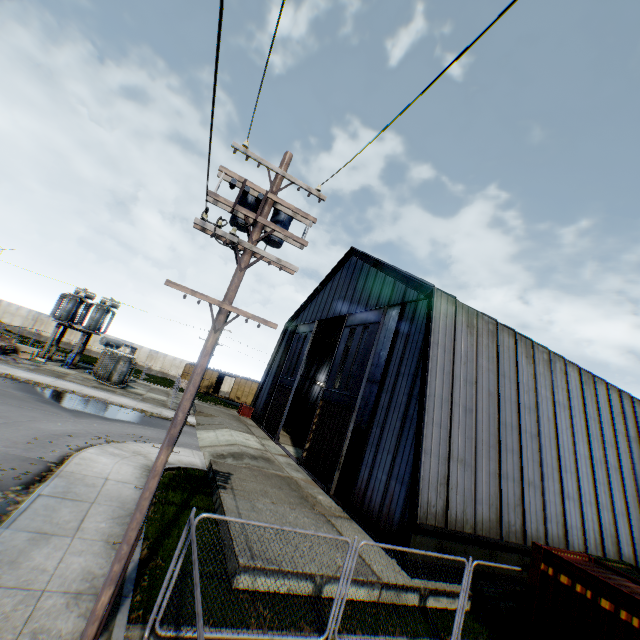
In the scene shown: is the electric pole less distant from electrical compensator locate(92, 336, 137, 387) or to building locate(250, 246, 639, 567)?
building locate(250, 246, 639, 567)

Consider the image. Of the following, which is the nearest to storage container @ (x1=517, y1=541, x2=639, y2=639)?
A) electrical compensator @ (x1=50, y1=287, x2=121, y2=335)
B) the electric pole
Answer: the electric pole

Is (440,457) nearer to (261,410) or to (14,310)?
(261,410)

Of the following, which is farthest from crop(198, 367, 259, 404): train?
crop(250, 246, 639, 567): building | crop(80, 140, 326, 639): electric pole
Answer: crop(80, 140, 326, 639): electric pole

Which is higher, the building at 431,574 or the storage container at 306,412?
the storage container at 306,412

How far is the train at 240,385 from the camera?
45.3 meters

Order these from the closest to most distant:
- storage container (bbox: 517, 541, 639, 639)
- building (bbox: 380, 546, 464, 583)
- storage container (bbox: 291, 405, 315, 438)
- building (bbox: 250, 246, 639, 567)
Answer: storage container (bbox: 517, 541, 639, 639) < building (bbox: 380, 546, 464, 583) < building (bbox: 250, 246, 639, 567) < storage container (bbox: 291, 405, 315, 438)

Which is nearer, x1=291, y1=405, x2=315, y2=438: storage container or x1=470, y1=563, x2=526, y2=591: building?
x1=470, y1=563, x2=526, y2=591: building
